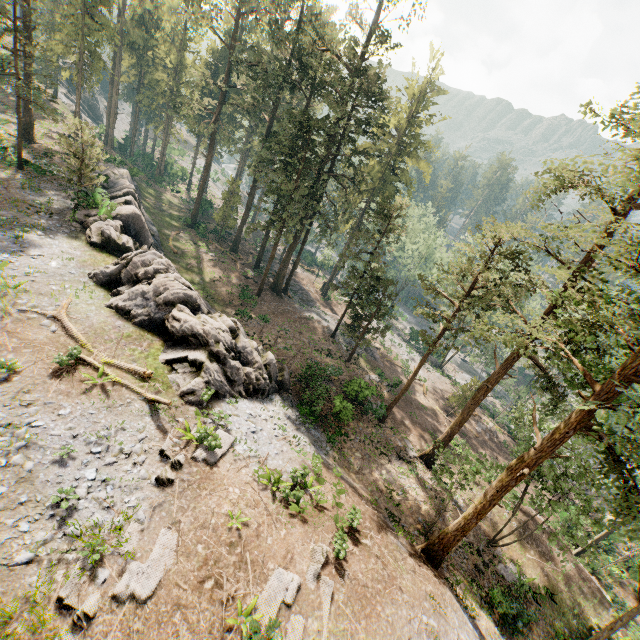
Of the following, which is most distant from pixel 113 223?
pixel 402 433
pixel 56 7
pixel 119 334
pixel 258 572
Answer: pixel 56 7

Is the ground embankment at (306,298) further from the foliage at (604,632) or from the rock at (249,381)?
the rock at (249,381)

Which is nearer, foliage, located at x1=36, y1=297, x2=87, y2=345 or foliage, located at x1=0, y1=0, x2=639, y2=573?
foliage, located at x1=0, y1=0, x2=639, y2=573

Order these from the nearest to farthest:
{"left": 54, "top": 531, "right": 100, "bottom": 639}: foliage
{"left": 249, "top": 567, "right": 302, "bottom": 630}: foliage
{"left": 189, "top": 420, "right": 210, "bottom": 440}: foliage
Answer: {"left": 54, "top": 531, "right": 100, "bottom": 639}: foliage
{"left": 249, "top": 567, "right": 302, "bottom": 630}: foliage
{"left": 189, "top": 420, "right": 210, "bottom": 440}: foliage

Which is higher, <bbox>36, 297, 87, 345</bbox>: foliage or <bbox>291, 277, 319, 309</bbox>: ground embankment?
<bbox>36, 297, 87, 345</bbox>: foliage

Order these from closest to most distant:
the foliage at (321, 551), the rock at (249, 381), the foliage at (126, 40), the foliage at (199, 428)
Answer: the foliage at (321, 551), the foliage at (126, 40), the foliage at (199, 428), the rock at (249, 381)

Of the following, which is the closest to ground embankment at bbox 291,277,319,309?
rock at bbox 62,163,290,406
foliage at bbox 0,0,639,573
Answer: foliage at bbox 0,0,639,573
